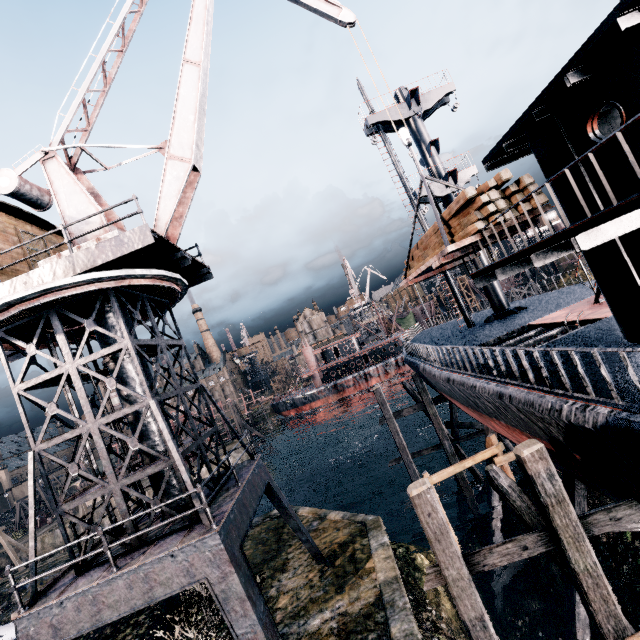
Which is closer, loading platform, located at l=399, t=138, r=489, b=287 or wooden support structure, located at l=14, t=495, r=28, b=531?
loading platform, located at l=399, t=138, r=489, b=287

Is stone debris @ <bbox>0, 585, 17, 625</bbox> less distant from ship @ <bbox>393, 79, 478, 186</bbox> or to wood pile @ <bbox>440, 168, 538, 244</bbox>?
ship @ <bbox>393, 79, 478, 186</bbox>

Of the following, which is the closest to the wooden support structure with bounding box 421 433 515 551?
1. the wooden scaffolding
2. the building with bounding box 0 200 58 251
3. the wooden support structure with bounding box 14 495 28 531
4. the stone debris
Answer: the wooden scaffolding

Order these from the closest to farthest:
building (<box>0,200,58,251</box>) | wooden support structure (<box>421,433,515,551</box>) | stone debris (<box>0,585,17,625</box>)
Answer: building (<box>0,200,58,251</box>) < wooden support structure (<box>421,433,515,551</box>) < stone debris (<box>0,585,17,625</box>)

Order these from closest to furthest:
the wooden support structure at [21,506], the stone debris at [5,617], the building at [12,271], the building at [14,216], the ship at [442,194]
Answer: the building at [12,271] < the building at [14,216] < the ship at [442,194] < the stone debris at [5,617] < the wooden support structure at [21,506]

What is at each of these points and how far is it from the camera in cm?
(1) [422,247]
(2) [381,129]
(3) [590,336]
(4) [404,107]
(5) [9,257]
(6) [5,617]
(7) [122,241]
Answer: (1) wood pile, 1315
(2) ship, 2212
(3) ship, 980
(4) ship, 2156
(5) building, 1127
(6) stone debris, 2172
(7) crane, 975

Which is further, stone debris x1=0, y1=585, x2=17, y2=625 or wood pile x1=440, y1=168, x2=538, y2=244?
stone debris x1=0, y1=585, x2=17, y2=625

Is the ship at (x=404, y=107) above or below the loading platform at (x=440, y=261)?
above
